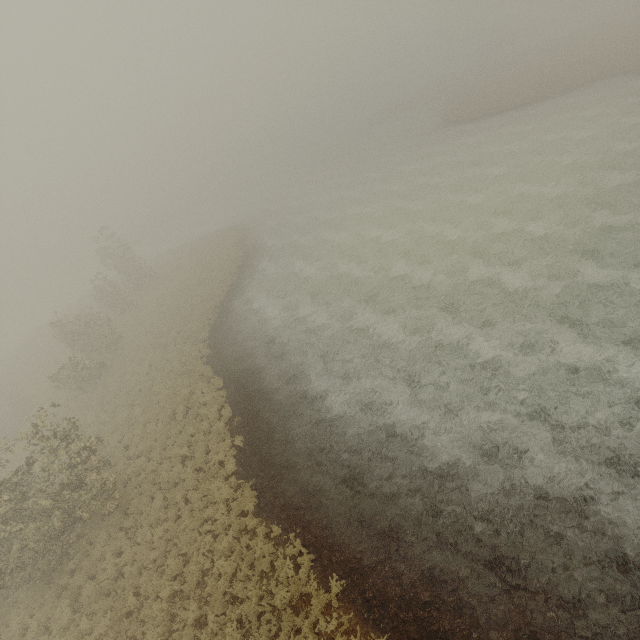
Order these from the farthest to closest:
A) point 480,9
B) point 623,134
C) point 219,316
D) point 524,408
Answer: point 480,9
point 219,316
point 623,134
point 524,408
